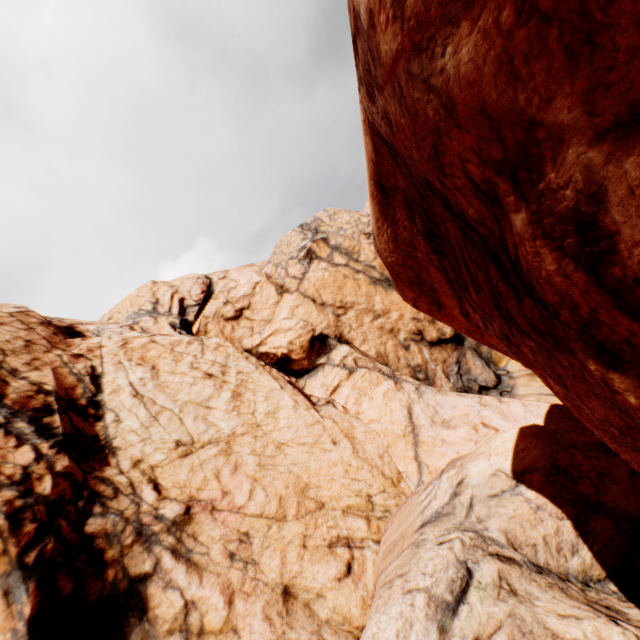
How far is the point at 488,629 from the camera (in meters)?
6.54
